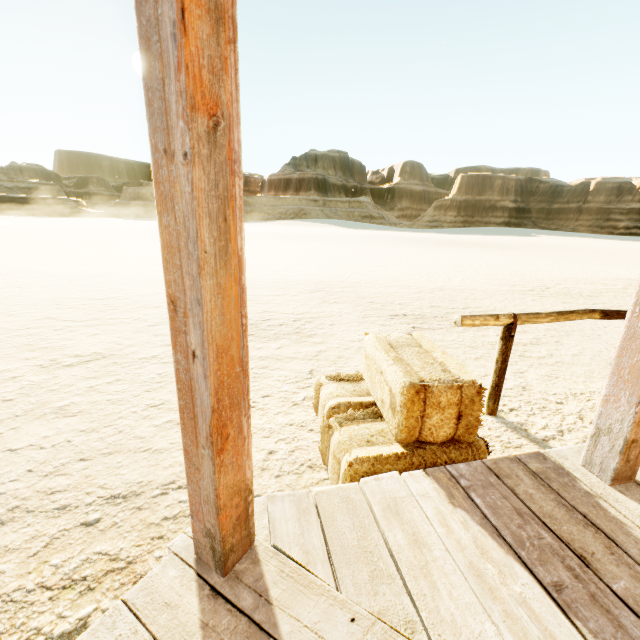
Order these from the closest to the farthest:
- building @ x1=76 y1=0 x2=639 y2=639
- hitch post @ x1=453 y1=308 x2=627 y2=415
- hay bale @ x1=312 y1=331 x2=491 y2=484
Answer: building @ x1=76 y1=0 x2=639 y2=639 → hay bale @ x1=312 y1=331 x2=491 y2=484 → hitch post @ x1=453 y1=308 x2=627 y2=415

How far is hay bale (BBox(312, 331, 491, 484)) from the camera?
1.9m

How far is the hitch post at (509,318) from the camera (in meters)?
2.77

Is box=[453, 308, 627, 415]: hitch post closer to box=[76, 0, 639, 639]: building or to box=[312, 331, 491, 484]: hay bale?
box=[312, 331, 491, 484]: hay bale

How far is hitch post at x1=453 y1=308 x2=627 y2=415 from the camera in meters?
2.8 m

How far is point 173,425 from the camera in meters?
2.8

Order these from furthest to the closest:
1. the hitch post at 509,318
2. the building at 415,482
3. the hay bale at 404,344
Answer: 1. the hitch post at 509,318
2. the hay bale at 404,344
3. the building at 415,482

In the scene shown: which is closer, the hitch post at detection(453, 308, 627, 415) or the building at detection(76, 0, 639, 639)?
the building at detection(76, 0, 639, 639)
